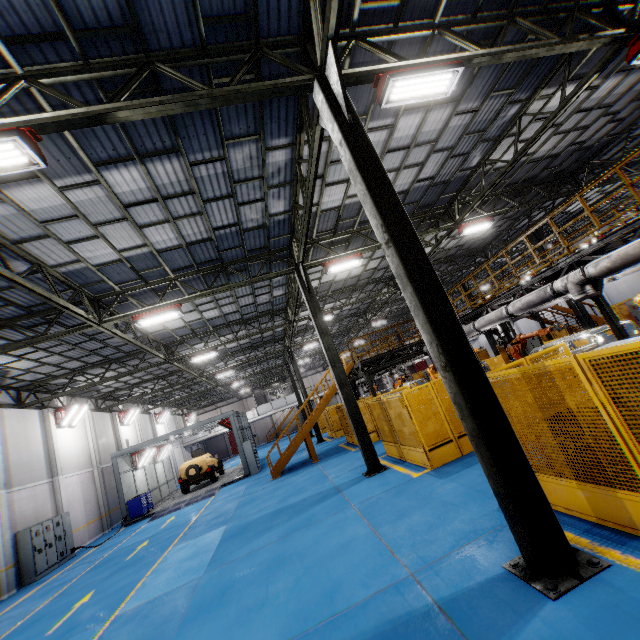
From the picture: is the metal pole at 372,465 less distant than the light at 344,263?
Yes

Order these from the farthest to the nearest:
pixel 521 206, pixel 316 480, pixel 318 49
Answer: pixel 521 206, pixel 316 480, pixel 318 49

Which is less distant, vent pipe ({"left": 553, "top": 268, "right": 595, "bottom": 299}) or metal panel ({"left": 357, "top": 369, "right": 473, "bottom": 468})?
vent pipe ({"left": 553, "top": 268, "right": 595, "bottom": 299})

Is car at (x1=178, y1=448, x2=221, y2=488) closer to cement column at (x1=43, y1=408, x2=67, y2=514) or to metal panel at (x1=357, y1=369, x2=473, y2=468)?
cement column at (x1=43, y1=408, x2=67, y2=514)

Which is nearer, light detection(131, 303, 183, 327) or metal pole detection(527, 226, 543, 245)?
light detection(131, 303, 183, 327)

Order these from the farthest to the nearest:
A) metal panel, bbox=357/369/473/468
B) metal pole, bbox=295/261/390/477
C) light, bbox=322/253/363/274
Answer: light, bbox=322/253/363/274 < metal pole, bbox=295/261/390/477 < metal panel, bbox=357/369/473/468

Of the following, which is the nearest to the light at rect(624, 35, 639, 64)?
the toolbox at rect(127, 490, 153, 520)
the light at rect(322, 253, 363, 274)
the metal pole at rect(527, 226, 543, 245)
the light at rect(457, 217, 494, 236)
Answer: the light at rect(457, 217, 494, 236)

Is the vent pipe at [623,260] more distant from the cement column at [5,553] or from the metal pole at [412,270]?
the cement column at [5,553]
